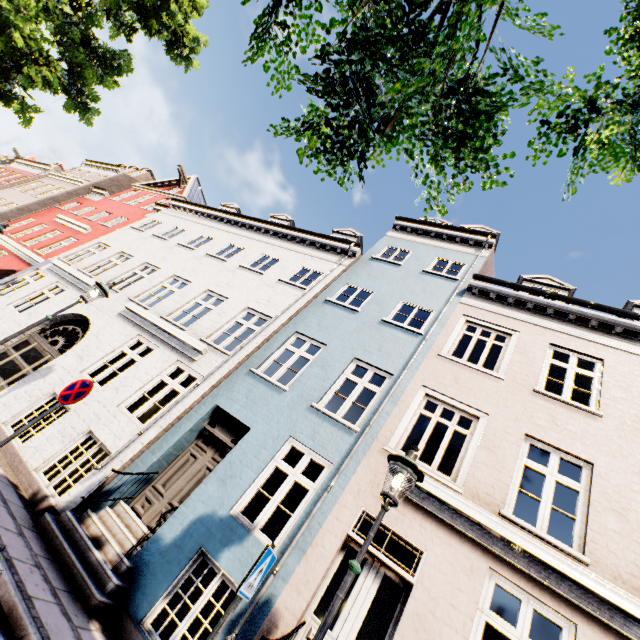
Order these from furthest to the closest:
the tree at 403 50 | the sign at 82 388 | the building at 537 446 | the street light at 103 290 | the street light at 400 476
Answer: the street light at 103 290 < the sign at 82 388 < the building at 537 446 < the street light at 400 476 < the tree at 403 50

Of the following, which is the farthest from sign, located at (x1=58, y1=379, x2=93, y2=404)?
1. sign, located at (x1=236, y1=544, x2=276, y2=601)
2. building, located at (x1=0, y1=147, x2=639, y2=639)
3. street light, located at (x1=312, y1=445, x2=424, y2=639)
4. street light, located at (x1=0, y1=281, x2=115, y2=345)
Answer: street light, located at (x1=312, y1=445, x2=424, y2=639)

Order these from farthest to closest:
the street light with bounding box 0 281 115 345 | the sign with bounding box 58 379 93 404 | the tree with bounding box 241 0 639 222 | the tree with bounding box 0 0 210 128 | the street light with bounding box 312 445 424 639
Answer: the tree with bounding box 0 0 210 128, the street light with bounding box 0 281 115 345, the sign with bounding box 58 379 93 404, the street light with bounding box 312 445 424 639, the tree with bounding box 241 0 639 222

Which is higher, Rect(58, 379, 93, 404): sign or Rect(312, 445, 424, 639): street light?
Rect(312, 445, 424, 639): street light

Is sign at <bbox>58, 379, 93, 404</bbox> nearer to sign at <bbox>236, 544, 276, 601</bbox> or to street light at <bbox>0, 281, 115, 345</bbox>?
street light at <bbox>0, 281, 115, 345</bbox>

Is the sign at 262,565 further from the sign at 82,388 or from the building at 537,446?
the sign at 82,388

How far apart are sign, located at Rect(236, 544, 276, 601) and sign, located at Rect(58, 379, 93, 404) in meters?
4.1

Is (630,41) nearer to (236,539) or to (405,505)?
(405,505)
